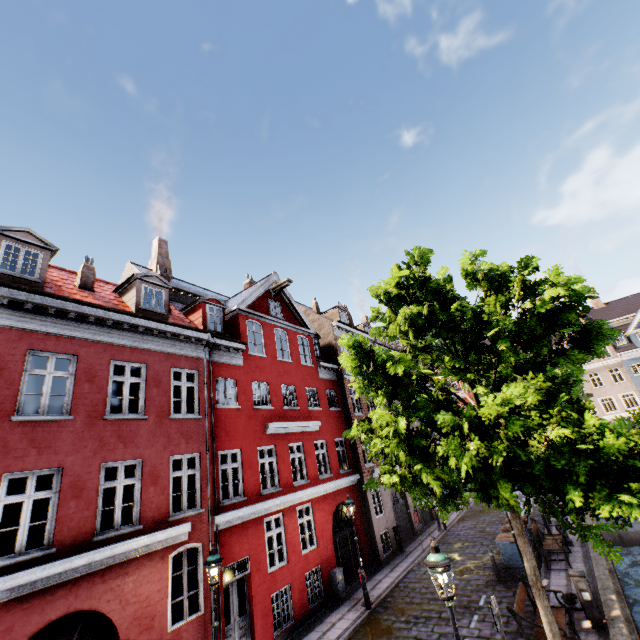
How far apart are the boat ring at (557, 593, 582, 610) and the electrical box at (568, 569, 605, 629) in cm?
83

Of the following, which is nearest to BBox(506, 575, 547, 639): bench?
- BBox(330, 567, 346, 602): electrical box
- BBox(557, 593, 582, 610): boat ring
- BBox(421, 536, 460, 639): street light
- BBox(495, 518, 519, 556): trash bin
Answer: BBox(421, 536, 460, 639): street light

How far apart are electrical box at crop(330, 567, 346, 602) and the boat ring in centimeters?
776cm

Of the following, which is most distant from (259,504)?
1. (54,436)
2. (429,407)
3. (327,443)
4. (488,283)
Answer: (488,283)

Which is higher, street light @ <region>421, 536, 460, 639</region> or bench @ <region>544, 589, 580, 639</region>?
street light @ <region>421, 536, 460, 639</region>

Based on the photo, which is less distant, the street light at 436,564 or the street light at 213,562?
the street light at 436,564

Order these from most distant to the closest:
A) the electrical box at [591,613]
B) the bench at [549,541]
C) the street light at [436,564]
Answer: Result: the bench at [549,541], the electrical box at [591,613], the street light at [436,564]

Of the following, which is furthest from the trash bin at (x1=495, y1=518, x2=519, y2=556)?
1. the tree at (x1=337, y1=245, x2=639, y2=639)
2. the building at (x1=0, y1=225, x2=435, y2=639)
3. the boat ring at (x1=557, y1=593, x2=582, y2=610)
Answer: the building at (x1=0, y1=225, x2=435, y2=639)
